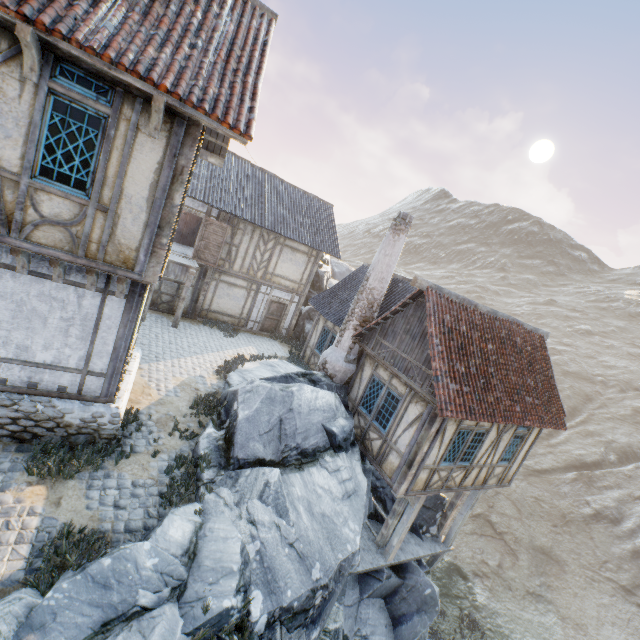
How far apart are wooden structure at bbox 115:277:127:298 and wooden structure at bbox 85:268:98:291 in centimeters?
33cm

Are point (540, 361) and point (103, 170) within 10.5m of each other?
no

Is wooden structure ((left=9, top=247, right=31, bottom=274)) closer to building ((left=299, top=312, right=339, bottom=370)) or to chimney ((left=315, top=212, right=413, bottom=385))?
chimney ((left=315, top=212, right=413, bottom=385))

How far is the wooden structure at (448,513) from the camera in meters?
12.6 m

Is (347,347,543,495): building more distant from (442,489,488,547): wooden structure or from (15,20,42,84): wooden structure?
(15,20,42,84): wooden structure

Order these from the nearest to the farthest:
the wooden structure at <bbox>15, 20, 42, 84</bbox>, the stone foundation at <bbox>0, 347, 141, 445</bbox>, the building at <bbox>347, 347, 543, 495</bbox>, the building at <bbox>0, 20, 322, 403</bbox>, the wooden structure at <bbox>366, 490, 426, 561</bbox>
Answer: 1. the wooden structure at <bbox>15, 20, 42, 84</bbox>
2. the building at <bbox>0, 20, 322, 403</bbox>
3. the stone foundation at <bbox>0, 347, 141, 445</bbox>
4. the building at <bbox>347, 347, 543, 495</bbox>
5. the wooden structure at <bbox>366, 490, 426, 561</bbox>

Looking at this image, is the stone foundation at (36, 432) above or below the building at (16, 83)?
below

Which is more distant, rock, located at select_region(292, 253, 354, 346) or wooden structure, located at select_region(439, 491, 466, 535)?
rock, located at select_region(292, 253, 354, 346)
